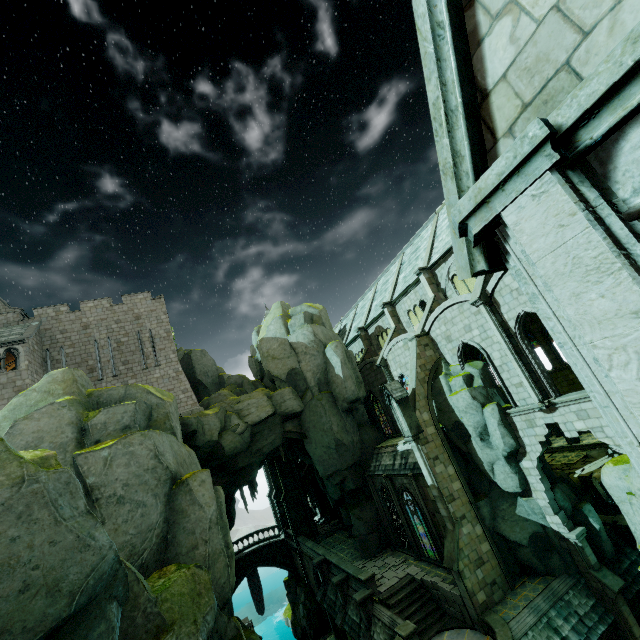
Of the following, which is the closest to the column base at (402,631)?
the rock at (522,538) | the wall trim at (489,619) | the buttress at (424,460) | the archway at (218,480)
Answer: the buttress at (424,460)

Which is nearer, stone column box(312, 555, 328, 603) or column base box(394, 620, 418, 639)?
column base box(394, 620, 418, 639)

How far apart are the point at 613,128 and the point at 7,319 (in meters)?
35.69

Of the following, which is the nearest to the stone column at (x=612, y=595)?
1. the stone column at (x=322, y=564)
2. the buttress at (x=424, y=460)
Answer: the buttress at (x=424, y=460)

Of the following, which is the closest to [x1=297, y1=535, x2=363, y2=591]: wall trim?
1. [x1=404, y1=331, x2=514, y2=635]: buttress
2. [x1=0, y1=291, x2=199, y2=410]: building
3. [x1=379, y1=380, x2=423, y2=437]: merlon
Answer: [x1=404, y1=331, x2=514, y2=635]: buttress

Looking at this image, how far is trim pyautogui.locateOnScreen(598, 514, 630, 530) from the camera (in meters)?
18.16

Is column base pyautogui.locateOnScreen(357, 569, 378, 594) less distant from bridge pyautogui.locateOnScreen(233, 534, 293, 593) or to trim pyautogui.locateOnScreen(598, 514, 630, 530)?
trim pyautogui.locateOnScreen(598, 514, 630, 530)

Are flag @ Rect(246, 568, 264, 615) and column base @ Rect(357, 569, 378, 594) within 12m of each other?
no
